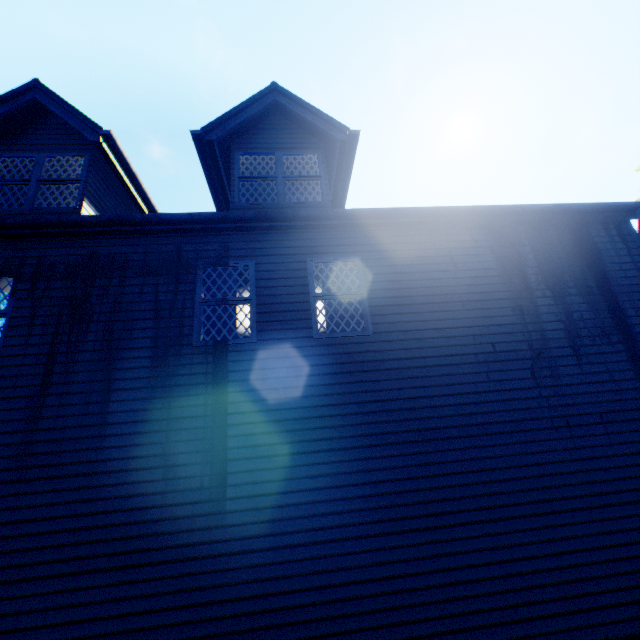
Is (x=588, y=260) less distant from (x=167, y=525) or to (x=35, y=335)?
(x=167, y=525)

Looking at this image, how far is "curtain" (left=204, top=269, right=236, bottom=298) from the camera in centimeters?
609cm

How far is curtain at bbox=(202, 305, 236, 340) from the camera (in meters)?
5.80

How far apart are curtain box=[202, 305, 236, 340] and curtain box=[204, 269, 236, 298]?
0.14m

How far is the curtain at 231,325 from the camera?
5.80m

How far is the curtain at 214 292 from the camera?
6.09m

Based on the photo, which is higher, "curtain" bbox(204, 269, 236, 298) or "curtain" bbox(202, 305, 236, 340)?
"curtain" bbox(204, 269, 236, 298)
